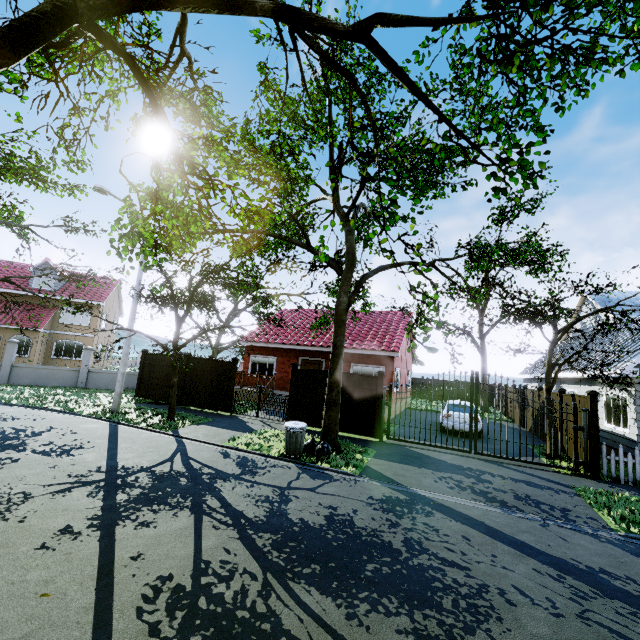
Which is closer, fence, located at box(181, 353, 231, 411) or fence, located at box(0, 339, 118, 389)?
fence, located at box(181, 353, 231, 411)

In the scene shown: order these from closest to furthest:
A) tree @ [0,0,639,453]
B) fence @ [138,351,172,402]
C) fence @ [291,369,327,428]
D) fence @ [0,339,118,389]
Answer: tree @ [0,0,639,453], fence @ [291,369,327,428], fence @ [138,351,172,402], fence @ [0,339,118,389]

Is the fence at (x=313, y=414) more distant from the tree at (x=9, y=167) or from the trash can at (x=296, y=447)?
the trash can at (x=296, y=447)

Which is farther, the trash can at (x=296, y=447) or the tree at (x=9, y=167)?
the tree at (x=9, y=167)

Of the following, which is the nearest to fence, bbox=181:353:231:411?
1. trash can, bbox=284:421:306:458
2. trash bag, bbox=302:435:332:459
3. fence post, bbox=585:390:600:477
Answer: fence post, bbox=585:390:600:477

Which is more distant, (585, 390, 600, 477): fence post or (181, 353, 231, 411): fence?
(181, 353, 231, 411): fence

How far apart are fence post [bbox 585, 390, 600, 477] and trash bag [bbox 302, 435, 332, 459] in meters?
8.0 m

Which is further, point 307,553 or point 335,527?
point 335,527
